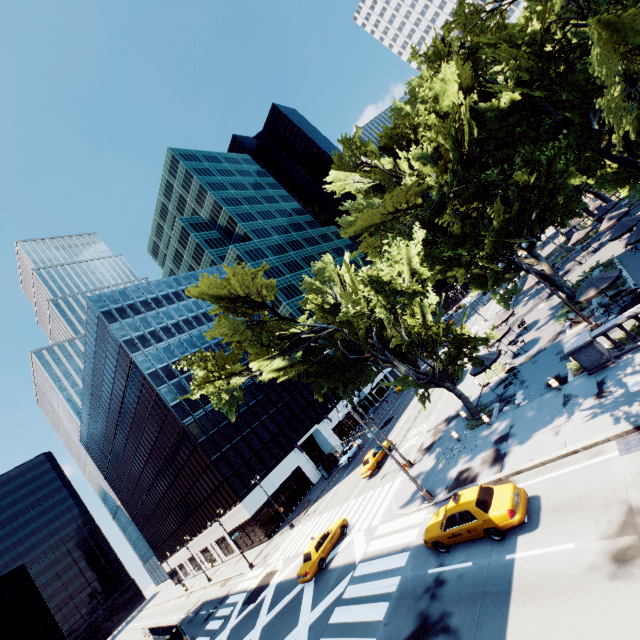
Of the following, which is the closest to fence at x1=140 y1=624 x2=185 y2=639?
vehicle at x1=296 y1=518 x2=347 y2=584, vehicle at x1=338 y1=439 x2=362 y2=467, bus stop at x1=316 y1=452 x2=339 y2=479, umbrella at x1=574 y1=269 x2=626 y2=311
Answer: vehicle at x1=296 y1=518 x2=347 y2=584

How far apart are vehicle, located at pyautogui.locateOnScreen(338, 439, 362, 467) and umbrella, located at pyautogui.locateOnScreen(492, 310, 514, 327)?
24.63m

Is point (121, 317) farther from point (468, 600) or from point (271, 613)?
point (468, 600)

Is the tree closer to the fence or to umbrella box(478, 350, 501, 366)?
umbrella box(478, 350, 501, 366)

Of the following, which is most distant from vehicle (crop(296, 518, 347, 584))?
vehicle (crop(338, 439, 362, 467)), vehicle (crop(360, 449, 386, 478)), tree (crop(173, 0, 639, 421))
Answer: vehicle (crop(338, 439, 362, 467))

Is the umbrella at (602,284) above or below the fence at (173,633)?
above

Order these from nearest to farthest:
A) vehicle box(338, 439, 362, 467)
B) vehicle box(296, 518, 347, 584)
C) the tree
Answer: the tree < vehicle box(296, 518, 347, 584) < vehicle box(338, 439, 362, 467)

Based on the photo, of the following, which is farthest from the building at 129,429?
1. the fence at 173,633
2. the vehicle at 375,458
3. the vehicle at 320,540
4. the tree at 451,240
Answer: the tree at 451,240
